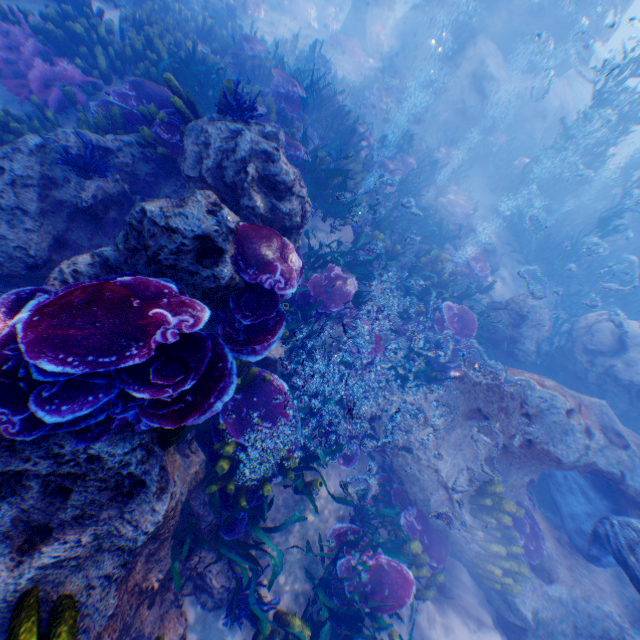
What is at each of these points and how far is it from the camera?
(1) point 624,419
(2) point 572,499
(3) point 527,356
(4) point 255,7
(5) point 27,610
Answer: (1) instancedfoliageactor, 8.5m
(2) eel, 6.2m
(3) rock, 8.3m
(4) instancedfoliageactor, 15.4m
(5) instancedfoliageactor, 1.8m

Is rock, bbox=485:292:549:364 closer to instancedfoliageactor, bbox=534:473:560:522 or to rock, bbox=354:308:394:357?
instancedfoliageactor, bbox=534:473:560:522

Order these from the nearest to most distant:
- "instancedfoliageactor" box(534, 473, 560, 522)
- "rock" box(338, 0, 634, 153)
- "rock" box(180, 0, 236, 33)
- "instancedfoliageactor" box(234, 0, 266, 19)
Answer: "instancedfoliageactor" box(534, 473, 560, 522) → "rock" box(180, 0, 236, 33) → "rock" box(338, 0, 634, 153) → "instancedfoliageactor" box(234, 0, 266, 19)

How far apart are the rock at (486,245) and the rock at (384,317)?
5.4 meters

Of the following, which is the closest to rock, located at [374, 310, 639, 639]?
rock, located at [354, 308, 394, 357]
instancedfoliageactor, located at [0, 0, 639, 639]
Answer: instancedfoliageactor, located at [0, 0, 639, 639]

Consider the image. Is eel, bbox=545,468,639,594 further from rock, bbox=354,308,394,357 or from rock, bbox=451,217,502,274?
rock, bbox=451,217,502,274

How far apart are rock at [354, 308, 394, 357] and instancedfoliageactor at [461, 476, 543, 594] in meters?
3.4

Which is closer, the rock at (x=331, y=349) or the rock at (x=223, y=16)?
the rock at (x=331, y=349)
